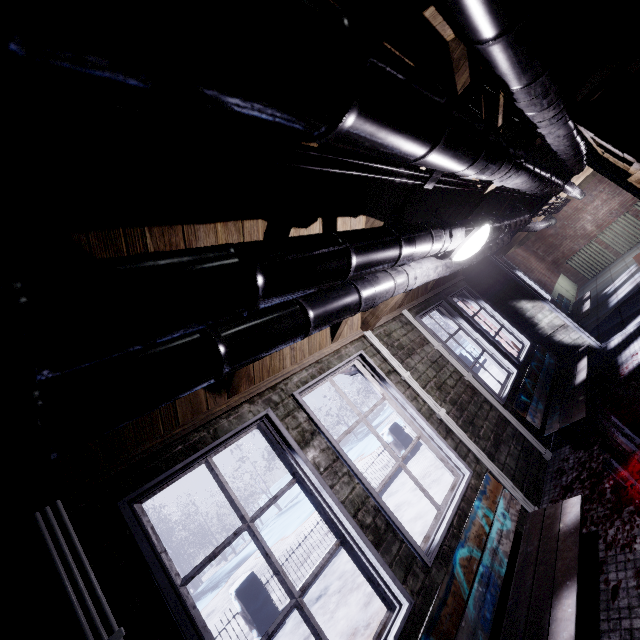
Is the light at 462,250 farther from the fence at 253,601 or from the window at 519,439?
the fence at 253,601

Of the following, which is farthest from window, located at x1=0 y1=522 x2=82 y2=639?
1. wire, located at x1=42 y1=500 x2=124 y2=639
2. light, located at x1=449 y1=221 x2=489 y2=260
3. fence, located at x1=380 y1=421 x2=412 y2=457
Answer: fence, located at x1=380 y1=421 x2=412 y2=457

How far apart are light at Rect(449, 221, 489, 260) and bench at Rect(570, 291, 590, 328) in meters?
4.6 m

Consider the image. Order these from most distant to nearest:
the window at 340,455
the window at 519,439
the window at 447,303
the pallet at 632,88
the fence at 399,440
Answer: the fence at 399,440, the window at 447,303, the window at 519,439, the window at 340,455, the pallet at 632,88

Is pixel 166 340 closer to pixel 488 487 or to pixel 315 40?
pixel 315 40

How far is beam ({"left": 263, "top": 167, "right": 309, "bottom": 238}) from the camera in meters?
1.2

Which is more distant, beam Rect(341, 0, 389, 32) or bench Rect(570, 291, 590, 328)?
bench Rect(570, 291, 590, 328)

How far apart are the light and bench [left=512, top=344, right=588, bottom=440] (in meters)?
1.78
